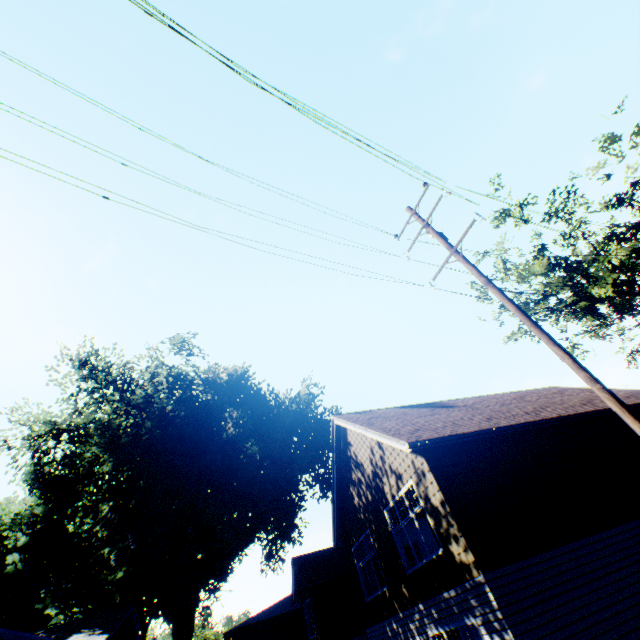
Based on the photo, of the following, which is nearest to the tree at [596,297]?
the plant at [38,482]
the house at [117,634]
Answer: the plant at [38,482]

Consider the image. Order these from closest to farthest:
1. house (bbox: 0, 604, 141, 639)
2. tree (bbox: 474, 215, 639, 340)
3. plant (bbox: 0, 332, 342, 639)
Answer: house (bbox: 0, 604, 141, 639) < tree (bbox: 474, 215, 639, 340) < plant (bbox: 0, 332, 342, 639)

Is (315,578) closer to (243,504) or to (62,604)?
(243,504)

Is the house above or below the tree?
below

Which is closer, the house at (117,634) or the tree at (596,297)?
the house at (117,634)

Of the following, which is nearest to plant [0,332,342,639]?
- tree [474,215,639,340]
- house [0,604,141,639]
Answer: house [0,604,141,639]
